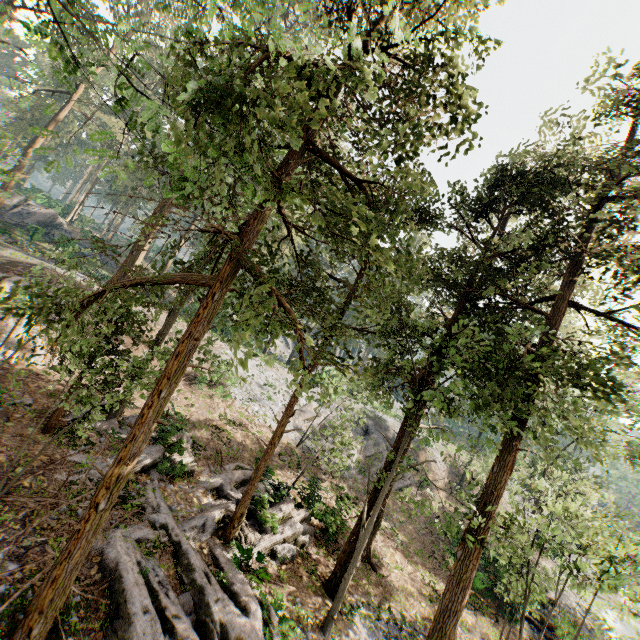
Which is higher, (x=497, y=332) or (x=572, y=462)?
(x=497, y=332)

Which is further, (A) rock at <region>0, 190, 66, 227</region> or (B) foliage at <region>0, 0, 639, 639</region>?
(A) rock at <region>0, 190, 66, 227</region>

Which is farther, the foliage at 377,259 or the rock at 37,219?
the rock at 37,219
